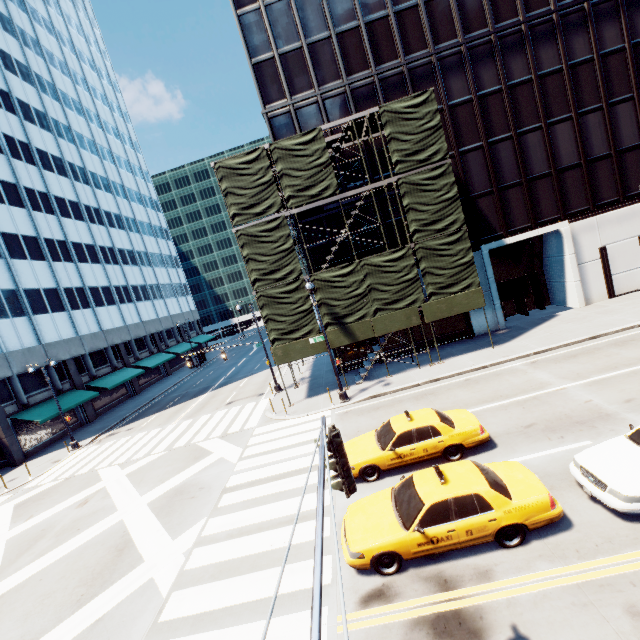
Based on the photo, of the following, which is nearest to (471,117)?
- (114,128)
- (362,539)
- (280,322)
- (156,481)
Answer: (280,322)

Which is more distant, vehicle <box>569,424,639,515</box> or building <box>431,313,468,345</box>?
building <box>431,313,468,345</box>

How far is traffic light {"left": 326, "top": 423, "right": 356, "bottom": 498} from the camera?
4.1 meters

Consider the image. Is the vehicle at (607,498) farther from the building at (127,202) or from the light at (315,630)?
the building at (127,202)

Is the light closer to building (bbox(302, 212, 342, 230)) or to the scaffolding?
the scaffolding

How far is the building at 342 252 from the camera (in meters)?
23.20

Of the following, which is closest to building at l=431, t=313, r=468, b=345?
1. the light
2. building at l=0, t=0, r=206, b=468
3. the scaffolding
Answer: the scaffolding

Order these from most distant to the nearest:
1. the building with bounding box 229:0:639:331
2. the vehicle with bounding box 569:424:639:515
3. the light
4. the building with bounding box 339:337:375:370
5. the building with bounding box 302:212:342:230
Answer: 1. the building with bounding box 339:337:375:370
2. the building with bounding box 302:212:342:230
3. the building with bounding box 229:0:639:331
4. the vehicle with bounding box 569:424:639:515
5. the light
